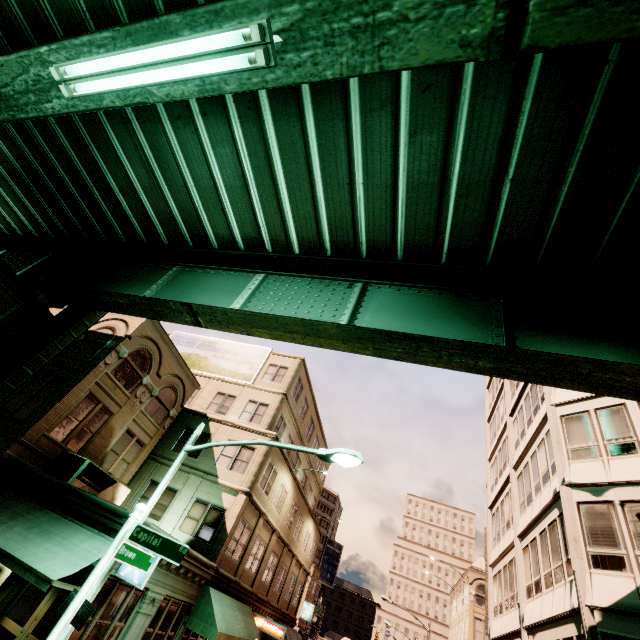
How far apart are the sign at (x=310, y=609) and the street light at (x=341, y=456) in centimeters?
6556cm

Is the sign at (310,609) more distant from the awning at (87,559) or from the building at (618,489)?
the awning at (87,559)

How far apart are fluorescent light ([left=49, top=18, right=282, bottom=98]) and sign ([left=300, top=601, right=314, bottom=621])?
74.37m

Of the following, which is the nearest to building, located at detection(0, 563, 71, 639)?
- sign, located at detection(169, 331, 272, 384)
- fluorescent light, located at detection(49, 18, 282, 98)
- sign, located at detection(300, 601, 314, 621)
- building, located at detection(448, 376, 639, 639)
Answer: sign, located at detection(169, 331, 272, 384)

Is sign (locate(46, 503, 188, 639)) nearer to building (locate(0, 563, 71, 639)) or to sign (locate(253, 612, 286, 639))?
building (locate(0, 563, 71, 639))

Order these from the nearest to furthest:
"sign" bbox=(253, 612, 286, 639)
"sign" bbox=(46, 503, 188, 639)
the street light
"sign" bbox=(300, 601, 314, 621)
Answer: "sign" bbox=(46, 503, 188, 639) < the street light < "sign" bbox=(253, 612, 286, 639) < "sign" bbox=(300, 601, 314, 621)

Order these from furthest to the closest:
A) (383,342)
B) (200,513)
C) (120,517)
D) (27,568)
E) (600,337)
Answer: (200,513), (120,517), (27,568), (383,342), (600,337)

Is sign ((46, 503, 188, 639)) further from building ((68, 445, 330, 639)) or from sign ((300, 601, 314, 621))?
sign ((300, 601, 314, 621))
